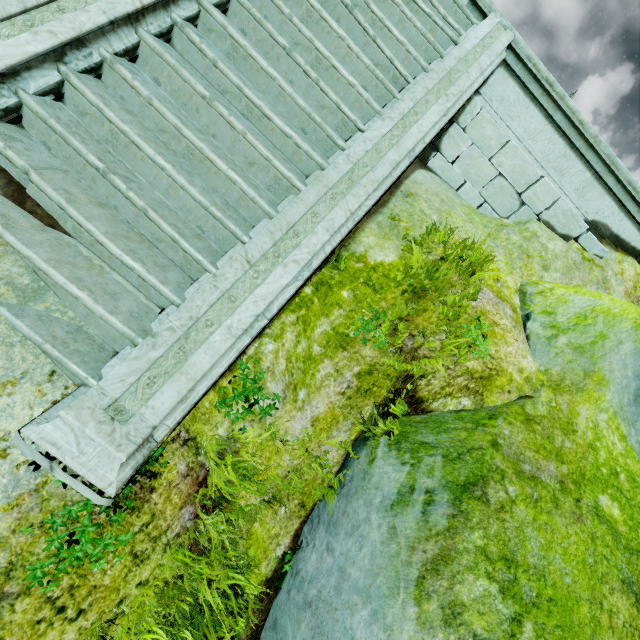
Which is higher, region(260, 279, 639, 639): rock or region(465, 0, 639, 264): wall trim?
region(465, 0, 639, 264): wall trim

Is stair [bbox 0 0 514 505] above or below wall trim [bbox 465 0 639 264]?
below

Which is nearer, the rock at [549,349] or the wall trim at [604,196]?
the rock at [549,349]

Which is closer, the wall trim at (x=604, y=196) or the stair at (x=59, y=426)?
the stair at (x=59, y=426)

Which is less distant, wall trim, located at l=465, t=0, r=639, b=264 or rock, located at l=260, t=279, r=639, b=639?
rock, located at l=260, t=279, r=639, b=639

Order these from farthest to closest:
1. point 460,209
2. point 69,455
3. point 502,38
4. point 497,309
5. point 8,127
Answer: point 460,209, point 502,38, point 497,309, point 8,127, point 69,455

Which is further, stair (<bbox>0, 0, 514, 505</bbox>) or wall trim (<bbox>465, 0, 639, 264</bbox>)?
wall trim (<bbox>465, 0, 639, 264</bbox>)
